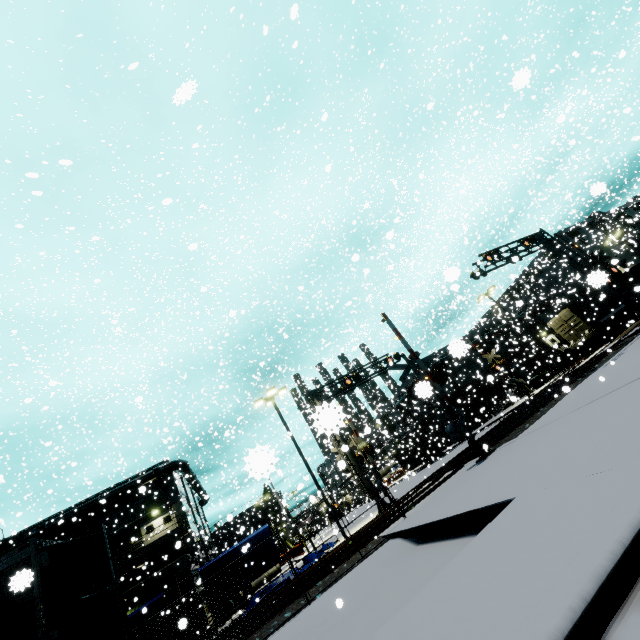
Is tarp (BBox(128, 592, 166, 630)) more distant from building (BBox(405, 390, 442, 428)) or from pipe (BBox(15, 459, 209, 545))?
building (BBox(405, 390, 442, 428))

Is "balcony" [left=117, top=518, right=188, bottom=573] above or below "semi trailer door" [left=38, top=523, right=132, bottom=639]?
above

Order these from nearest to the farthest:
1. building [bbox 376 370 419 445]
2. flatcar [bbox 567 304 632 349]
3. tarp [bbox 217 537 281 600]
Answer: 1. tarp [bbox 217 537 281 600]
2. flatcar [bbox 567 304 632 349]
3. building [bbox 376 370 419 445]

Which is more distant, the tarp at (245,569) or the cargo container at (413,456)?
the cargo container at (413,456)

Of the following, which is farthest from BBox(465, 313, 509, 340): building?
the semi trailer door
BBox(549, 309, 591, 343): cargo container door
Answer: the semi trailer door

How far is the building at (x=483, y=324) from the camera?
34.7m

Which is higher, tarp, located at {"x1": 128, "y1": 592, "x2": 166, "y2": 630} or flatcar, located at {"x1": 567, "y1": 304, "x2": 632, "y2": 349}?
tarp, located at {"x1": 128, "y1": 592, "x2": 166, "y2": 630}

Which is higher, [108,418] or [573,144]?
[108,418]
